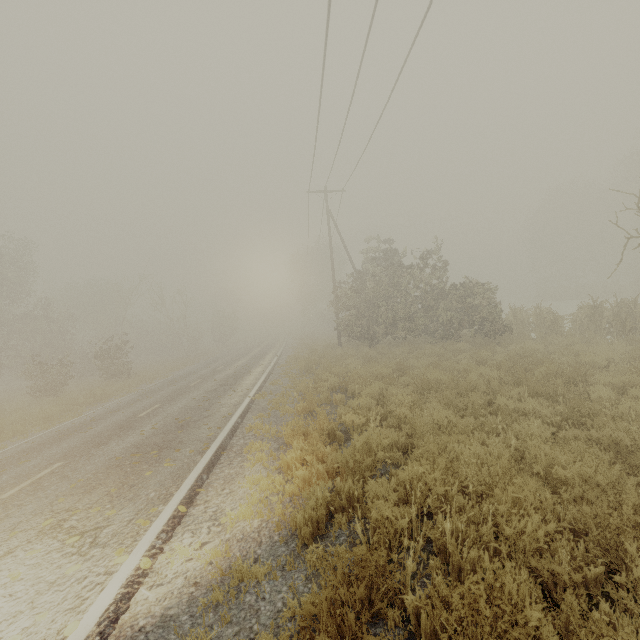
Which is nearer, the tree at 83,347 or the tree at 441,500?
the tree at 441,500

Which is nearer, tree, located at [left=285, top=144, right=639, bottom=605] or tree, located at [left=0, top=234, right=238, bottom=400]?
tree, located at [left=285, top=144, right=639, bottom=605]

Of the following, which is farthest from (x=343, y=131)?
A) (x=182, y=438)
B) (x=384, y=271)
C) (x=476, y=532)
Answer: (x=476, y=532)
